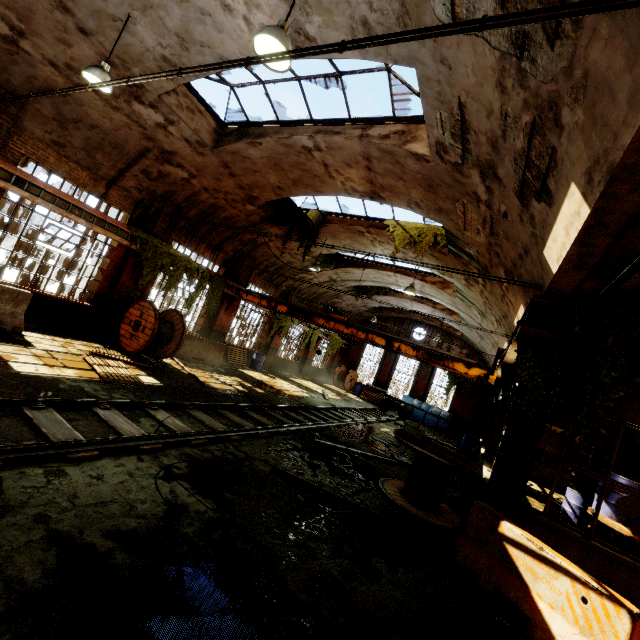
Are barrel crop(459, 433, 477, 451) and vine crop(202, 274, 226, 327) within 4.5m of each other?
no

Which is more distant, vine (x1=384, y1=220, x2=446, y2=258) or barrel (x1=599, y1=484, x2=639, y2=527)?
vine (x1=384, y1=220, x2=446, y2=258)

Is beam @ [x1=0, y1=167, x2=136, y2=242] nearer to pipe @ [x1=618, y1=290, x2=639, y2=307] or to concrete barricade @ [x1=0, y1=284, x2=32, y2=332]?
concrete barricade @ [x1=0, y1=284, x2=32, y2=332]

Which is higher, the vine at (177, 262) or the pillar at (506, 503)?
the vine at (177, 262)

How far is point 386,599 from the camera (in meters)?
3.72

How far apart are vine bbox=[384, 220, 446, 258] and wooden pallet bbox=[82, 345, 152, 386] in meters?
8.8

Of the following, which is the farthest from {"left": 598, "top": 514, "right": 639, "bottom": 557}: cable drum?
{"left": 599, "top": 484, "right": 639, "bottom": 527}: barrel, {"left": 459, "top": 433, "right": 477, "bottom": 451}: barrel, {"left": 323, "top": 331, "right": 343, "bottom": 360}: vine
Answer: {"left": 323, "top": 331, "right": 343, "bottom": 360}: vine

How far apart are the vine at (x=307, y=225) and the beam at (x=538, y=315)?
8.2m
